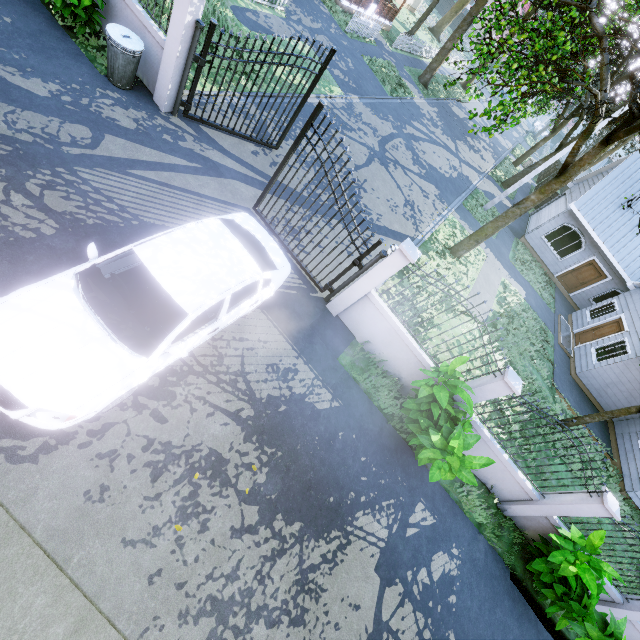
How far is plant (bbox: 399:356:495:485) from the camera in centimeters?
568cm

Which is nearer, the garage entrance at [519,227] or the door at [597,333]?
the door at [597,333]

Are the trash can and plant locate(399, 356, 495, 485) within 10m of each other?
yes

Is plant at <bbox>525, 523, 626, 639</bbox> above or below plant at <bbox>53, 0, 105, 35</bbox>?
above

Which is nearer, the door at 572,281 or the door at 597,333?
the door at 597,333

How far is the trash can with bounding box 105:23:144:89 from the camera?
6.3m

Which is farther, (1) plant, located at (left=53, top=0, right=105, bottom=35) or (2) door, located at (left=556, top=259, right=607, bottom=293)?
(2) door, located at (left=556, top=259, right=607, bottom=293)

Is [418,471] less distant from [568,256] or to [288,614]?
[288,614]
